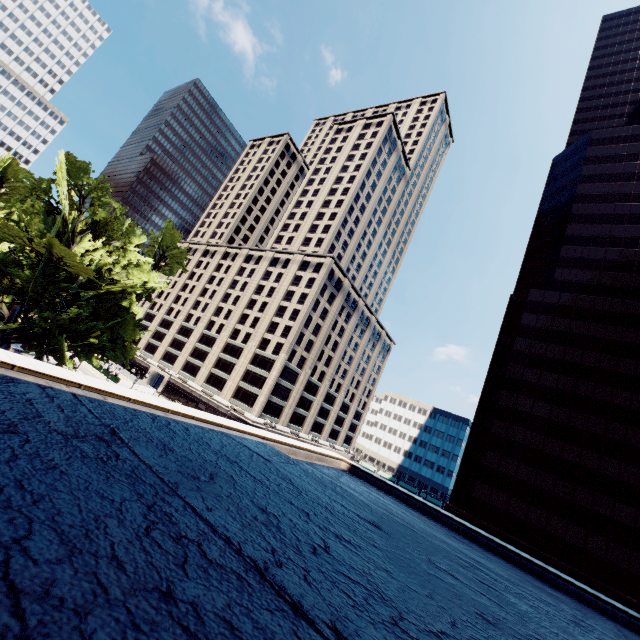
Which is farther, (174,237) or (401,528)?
(174,237)
